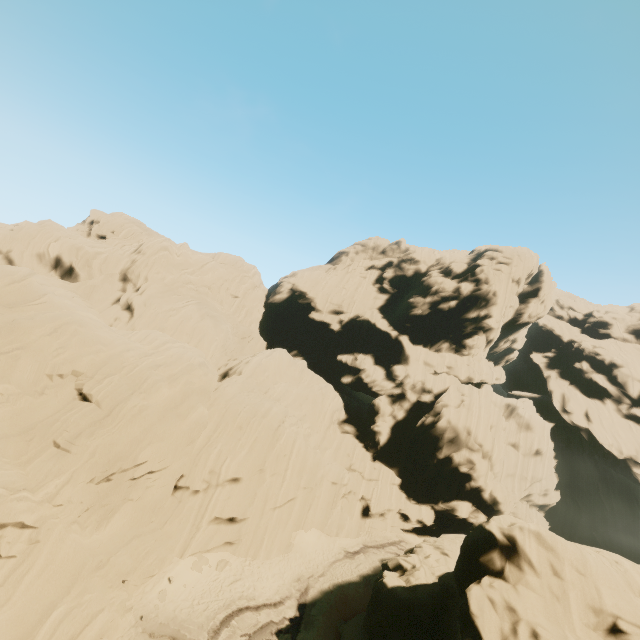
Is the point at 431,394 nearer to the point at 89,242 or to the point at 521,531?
the point at 521,531
